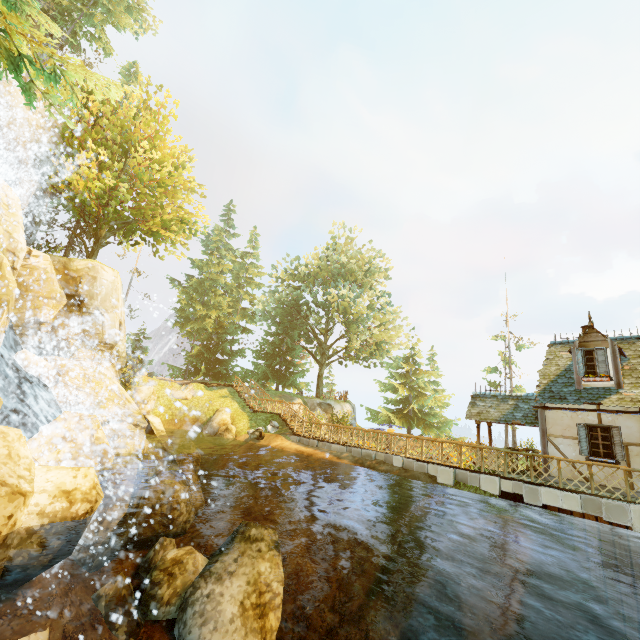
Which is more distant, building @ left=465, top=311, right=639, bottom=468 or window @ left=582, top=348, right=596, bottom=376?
window @ left=582, top=348, right=596, bottom=376

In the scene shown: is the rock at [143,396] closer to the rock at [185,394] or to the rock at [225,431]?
the rock at [185,394]

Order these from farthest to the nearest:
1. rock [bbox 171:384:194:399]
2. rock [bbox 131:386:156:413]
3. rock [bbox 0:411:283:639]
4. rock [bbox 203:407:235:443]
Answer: rock [bbox 171:384:194:399] → rock [bbox 131:386:156:413] → rock [bbox 203:407:235:443] → rock [bbox 0:411:283:639]

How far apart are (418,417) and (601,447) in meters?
22.2

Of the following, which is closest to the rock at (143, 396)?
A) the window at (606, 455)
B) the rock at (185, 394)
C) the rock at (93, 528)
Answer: the rock at (185, 394)

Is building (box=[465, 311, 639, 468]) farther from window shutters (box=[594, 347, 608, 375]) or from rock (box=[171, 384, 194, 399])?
rock (box=[171, 384, 194, 399])

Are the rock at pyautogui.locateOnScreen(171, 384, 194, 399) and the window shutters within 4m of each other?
no

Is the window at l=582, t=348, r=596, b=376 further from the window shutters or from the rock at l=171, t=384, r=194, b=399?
the rock at l=171, t=384, r=194, b=399
